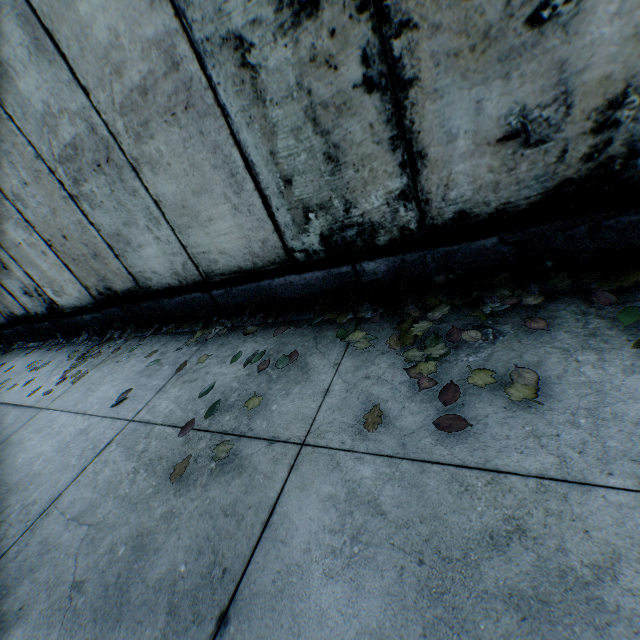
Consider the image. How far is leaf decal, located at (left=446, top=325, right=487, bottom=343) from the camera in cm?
203

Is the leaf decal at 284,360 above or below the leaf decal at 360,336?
above

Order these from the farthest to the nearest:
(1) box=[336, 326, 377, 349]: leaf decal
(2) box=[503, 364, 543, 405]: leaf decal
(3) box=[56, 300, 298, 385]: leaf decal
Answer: (3) box=[56, 300, 298, 385]: leaf decal < (1) box=[336, 326, 377, 349]: leaf decal < (2) box=[503, 364, 543, 405]: leaf decal

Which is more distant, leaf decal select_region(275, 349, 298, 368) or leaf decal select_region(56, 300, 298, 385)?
leaf decal select_region(56, 300, 298, 385)

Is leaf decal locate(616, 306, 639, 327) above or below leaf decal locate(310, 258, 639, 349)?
below

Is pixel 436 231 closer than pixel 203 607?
No
